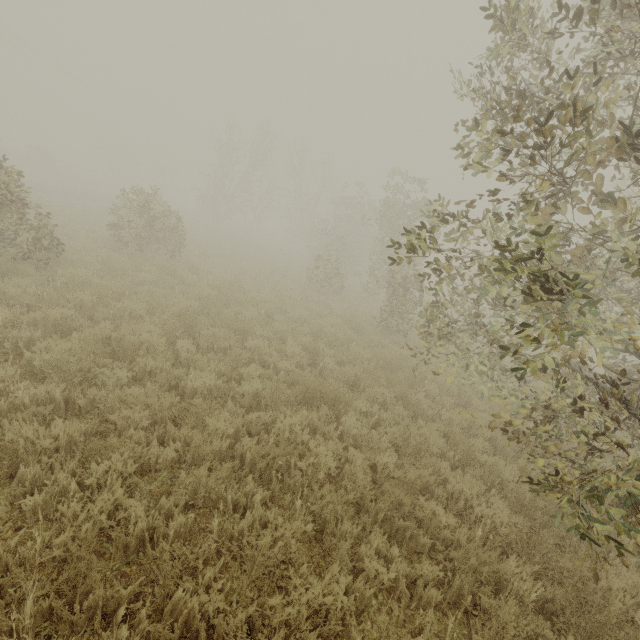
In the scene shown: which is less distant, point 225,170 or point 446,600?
A: point 446,600
